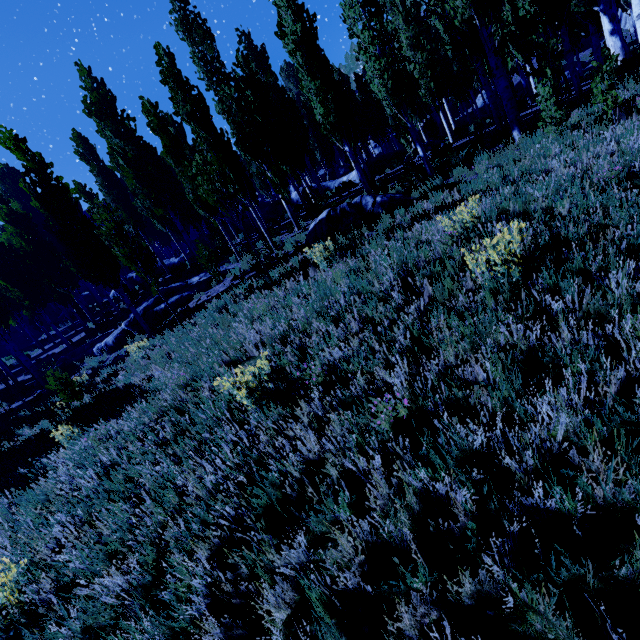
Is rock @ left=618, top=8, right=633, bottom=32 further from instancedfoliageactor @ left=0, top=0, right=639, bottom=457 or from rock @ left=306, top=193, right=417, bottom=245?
rock @ left=306, top=193, right=417, bottom=245

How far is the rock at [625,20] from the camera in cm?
3544

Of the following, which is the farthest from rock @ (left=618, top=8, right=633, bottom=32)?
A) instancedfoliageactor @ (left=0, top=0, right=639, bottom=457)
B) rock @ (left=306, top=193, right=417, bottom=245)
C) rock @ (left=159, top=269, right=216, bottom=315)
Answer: rock @ (left=159, top=269, right=216, bottom=315)

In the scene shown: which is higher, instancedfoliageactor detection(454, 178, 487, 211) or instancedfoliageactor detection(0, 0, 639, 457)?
instancedfoliageactor detection(0, 0, 639, 457)

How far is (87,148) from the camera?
22.4 meters

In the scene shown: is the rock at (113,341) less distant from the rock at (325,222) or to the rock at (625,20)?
the rock at (325,222)

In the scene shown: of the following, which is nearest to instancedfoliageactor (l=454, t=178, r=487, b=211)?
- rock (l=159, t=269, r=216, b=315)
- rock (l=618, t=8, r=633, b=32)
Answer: rock (l=618, t=8, r=633, b=32)

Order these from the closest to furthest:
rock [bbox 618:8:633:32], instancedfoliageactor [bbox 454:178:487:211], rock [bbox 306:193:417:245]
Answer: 1. instancedfoliageactor [bbox 454:178:487:211]
2. rock [bbox 306:193:417:245]
3. rock [bbox 618:8:633:32]
